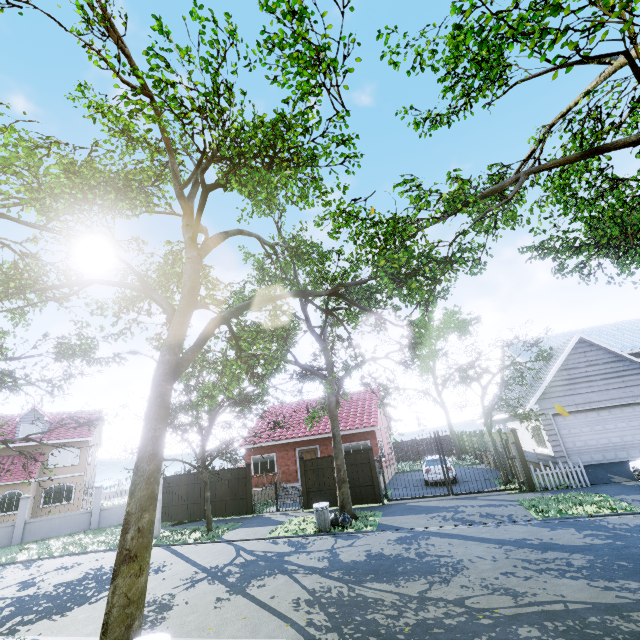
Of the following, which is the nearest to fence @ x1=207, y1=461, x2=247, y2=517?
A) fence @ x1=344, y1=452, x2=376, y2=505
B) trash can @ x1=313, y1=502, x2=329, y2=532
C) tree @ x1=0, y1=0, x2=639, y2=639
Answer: tree @ x1=0, y1=0, x2=639, y2=639

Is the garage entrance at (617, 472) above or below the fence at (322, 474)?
below

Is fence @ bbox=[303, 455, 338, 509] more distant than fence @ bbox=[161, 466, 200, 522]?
No

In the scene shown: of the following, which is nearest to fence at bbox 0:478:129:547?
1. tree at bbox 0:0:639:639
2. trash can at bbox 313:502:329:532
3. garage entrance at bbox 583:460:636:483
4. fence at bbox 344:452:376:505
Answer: tree at bbox 0:0:639:639

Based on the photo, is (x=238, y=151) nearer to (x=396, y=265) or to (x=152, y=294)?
(x=152, y=294)

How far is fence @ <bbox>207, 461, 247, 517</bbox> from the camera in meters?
17.5 m

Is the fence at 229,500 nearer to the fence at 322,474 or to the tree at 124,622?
the tree at 124,622

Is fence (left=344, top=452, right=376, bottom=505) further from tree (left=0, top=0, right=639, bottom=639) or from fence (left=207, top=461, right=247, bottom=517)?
fence (left=207, top=461, right=247, bottom=517)
